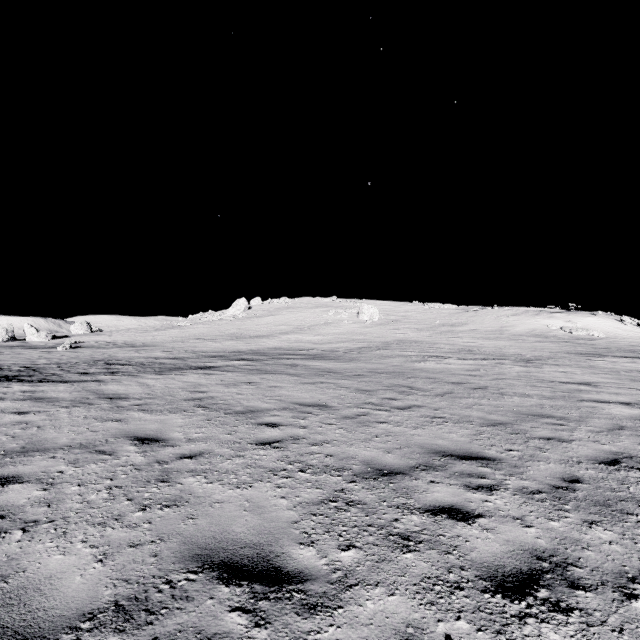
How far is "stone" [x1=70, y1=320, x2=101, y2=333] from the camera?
49.25m

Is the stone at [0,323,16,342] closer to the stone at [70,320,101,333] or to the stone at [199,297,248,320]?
the stone at [70,320,101,333]

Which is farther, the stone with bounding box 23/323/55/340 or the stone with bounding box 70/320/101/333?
the stone with bounding box 70/320/101/333

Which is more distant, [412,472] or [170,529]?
[412,472]

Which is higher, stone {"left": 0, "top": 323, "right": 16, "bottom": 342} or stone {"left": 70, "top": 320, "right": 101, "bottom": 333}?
stone {"left": 70, "top": 320, "right": 101, "bottom": 333}

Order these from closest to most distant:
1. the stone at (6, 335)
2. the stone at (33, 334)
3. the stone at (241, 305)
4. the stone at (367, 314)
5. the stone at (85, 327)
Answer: the stone at (6, 335) < the stone at (33, 334) < the stone at (367, 314) < the stone at (85, 327) < the stone at (241, 305)

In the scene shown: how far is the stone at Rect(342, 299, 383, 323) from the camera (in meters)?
42.81

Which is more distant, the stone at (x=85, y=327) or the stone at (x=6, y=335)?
the stone at (x=85, y=327)
